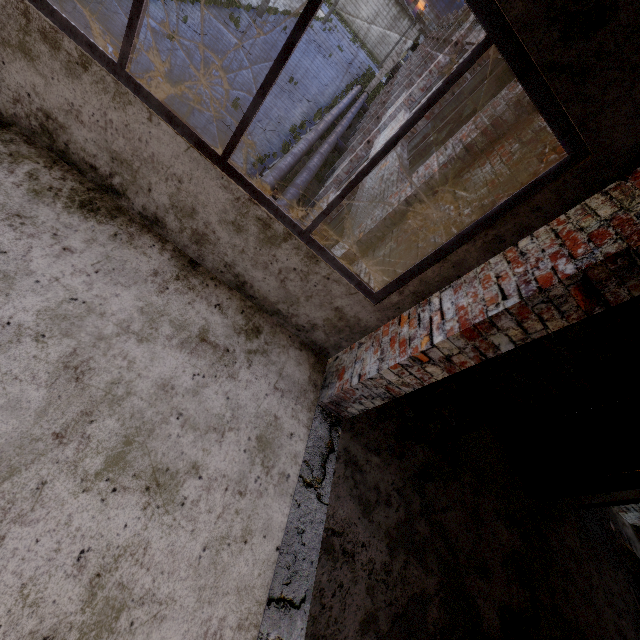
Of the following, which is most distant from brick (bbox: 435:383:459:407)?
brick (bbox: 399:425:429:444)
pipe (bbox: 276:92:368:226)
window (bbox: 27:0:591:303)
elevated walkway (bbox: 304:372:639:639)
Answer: pipe (bbox: 276:92:368:226)

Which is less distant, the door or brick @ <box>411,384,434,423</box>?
brick @ <box>411,384,434,423</box>

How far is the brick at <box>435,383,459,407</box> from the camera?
4.0m

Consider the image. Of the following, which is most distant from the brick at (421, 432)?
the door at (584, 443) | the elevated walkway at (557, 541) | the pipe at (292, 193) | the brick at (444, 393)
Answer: the pipe at (292, 193)

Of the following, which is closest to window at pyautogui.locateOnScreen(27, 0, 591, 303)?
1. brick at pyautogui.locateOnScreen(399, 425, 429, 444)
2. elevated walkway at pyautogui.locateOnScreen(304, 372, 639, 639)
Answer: elevated walkway at pyautogui.locateOnScreen(304, 372, 639, 639)

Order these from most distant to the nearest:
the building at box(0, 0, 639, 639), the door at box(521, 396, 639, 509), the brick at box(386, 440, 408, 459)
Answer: the door at box(521, 396, 639, 509), the brick at box(386, 440, 408, 459), the building at box(0, 0, 639, 639)

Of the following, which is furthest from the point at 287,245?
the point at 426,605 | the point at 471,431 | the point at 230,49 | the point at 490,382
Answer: the point at 230,49

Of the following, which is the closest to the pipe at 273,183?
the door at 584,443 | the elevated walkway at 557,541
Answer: the elevated walkway at 557,541
